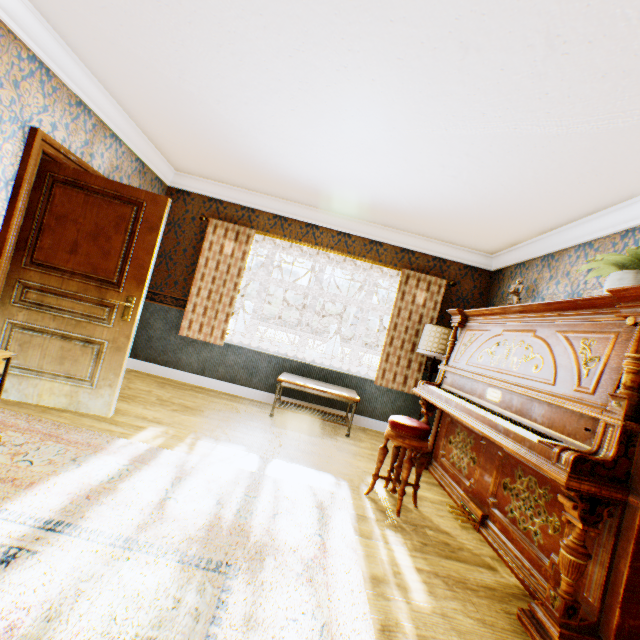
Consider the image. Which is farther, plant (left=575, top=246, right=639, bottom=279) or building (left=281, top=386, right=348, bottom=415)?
building (left=281, top=386, right=348, bottom=415)

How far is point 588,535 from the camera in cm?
187

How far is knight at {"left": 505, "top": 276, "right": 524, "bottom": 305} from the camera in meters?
3.6 m

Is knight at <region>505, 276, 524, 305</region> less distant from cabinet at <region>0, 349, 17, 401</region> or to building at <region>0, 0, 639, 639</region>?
building at <region>0, 0, 639, 639</region>

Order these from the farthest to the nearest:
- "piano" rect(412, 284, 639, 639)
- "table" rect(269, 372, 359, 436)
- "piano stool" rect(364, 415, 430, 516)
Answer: "table" rect(269, 372, 359, 436) < "piano stool" rect(364, 415, 430, 516) < "piano" rect(412, 284, 639, 639)

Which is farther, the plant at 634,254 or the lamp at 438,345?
the lamp at 438,345

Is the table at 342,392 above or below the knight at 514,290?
below

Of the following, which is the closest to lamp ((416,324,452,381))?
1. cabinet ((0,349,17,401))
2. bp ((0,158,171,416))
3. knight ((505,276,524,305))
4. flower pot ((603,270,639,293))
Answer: knight ((505,276,524,305))
